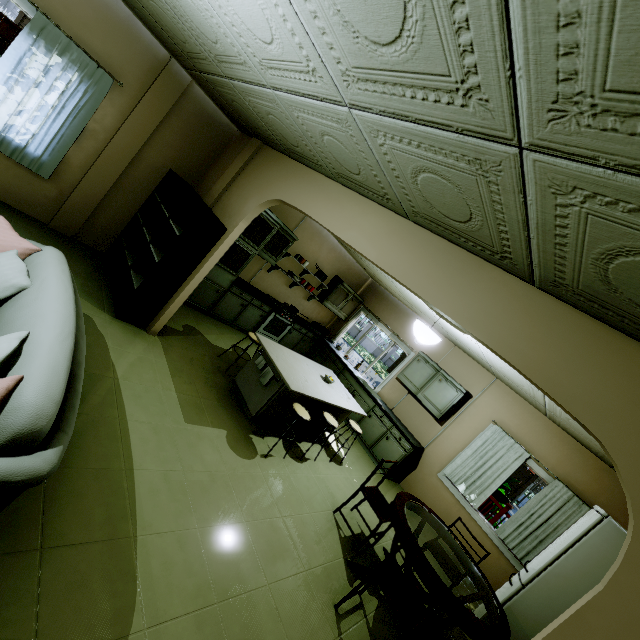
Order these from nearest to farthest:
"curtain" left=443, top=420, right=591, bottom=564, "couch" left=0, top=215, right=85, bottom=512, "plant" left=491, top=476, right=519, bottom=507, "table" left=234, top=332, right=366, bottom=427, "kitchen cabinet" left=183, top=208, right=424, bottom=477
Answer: "couch" left=0, top=215, right=85, bottom=512 → "table" left=234, top=332, right=366, bottom=427 → "curtain" left=443, top=420, right=591, bottom=564 → "kitchen cabinet" left=183, top=208, right=424, bottom=477 → "plant" left=491, top=476, right=519, bottom=507

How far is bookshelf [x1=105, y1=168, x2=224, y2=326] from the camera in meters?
3.7

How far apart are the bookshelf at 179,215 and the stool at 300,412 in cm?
247

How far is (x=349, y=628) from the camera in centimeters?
272cm

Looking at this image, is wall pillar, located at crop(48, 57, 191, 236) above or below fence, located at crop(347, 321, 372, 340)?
above

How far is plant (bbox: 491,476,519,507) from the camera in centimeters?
712cm

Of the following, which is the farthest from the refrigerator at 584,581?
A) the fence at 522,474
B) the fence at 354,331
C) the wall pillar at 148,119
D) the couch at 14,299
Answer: the fence at 354,331

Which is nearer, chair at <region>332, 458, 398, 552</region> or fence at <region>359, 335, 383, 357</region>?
chair at <region>332, 458, 398, 552</region>
